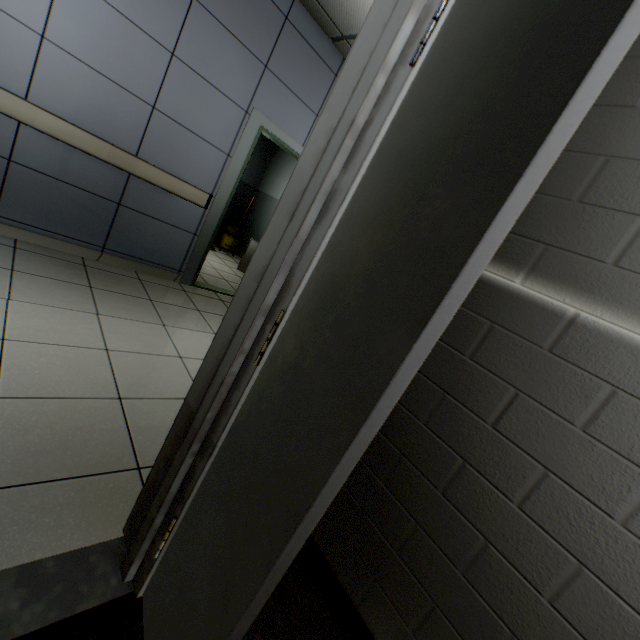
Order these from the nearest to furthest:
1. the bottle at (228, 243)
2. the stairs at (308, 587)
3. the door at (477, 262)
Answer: the door at (477, 262) → the stairs at (308, 587) → the bottle at (228, 243)

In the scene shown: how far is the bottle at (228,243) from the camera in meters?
7.1

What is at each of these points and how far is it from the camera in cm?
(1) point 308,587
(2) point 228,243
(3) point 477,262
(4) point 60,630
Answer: (1) stairs, 137
(2) bottle, 716
(3) door, 50
(4) stairs, 91

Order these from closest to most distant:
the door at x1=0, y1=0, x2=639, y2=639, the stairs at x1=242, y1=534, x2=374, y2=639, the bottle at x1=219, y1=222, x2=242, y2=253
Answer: the door at x1=0, y1=0, x2=639, y2=639, the stairs at x1=242, y1=534, x2=374, y2=639, the bottle at x1=219, y1=222, x2=242, y2=253

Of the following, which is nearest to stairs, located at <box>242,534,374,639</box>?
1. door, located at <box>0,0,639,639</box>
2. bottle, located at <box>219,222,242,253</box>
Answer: door, located at <box>0,0,639,639</box>

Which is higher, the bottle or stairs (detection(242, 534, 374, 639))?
the bottle
